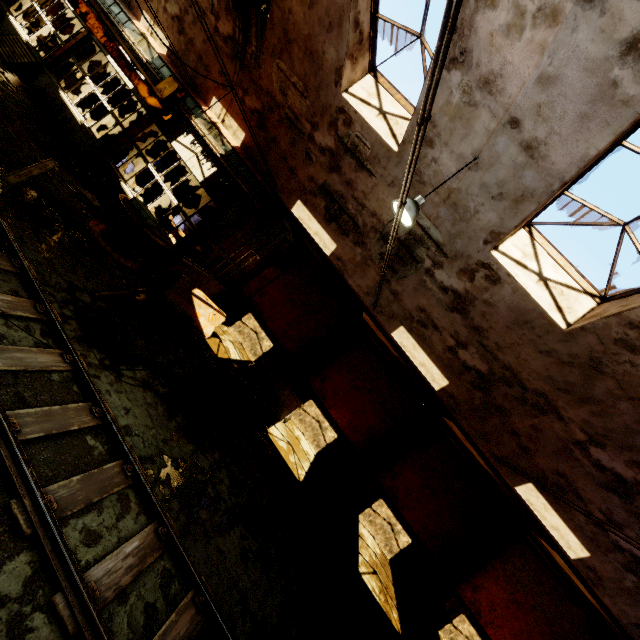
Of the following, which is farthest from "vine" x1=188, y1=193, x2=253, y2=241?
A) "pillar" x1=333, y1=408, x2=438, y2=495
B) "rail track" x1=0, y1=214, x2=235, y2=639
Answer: "pillar" x1=333, y1=408, x2=438, y2=495

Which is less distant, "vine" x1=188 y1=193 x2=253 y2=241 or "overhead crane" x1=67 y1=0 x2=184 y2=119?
"overhead crane" x1=67 y1=0 x2=184 y2=119

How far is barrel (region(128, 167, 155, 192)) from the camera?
15.7m

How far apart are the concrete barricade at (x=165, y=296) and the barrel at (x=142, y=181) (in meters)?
8.50

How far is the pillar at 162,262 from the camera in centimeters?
1052cm

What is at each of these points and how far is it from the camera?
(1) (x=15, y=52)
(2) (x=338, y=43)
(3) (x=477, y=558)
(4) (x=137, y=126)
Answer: (1) wooden pallet, 12.6m
(2) building, 6.7m
(3) pillar, 12.4m
(4) pillar, 11.7m

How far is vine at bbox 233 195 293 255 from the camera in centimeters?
1106cm

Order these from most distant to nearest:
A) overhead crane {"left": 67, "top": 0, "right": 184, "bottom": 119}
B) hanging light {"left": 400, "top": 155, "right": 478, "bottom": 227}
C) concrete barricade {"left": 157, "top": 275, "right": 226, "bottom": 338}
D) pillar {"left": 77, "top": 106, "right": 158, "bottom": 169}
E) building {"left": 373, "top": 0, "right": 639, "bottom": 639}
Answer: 1. pillar {"left": 77, "top": 106, "right": 158, "bottom": 169}
2. concrete barricade {"left": 157, "top": 275, "right": 226, "bottom": 338}
3. overhead crane {"left": 67, "top": 0, "right": 184, "bottom": 119}
4. hanging light {"left": 400, "top": 155, "right": 478, "bottom": 227}
5. building {"left": 373, "top": 0, "right": 639, "bottom": 639}
